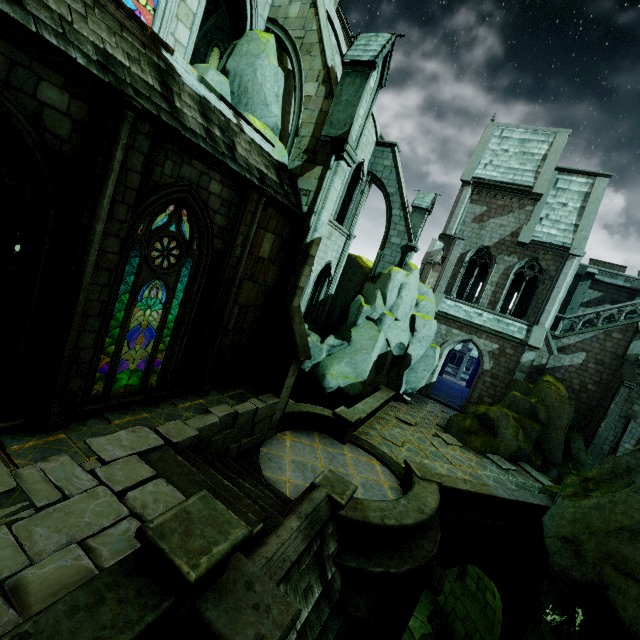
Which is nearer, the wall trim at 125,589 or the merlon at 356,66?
the wall trim at 125,589

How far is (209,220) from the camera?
7.29m

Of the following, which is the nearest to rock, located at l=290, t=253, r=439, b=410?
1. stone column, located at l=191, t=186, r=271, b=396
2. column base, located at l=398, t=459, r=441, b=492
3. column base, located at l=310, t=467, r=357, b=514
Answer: column base, located at l=398, t=459, r=441, b=492

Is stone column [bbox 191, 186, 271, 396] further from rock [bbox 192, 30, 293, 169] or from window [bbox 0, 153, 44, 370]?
window [bbox 0, 153, 44, 370]

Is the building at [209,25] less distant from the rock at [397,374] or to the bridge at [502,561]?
the rock at [397,374]

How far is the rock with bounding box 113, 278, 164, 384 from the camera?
8.8 meters

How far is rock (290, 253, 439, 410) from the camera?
18.72m

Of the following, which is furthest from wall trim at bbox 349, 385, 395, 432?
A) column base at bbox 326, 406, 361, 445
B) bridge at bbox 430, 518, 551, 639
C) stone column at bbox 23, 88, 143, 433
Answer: stone column at bbox 23, 88, 143, 433
